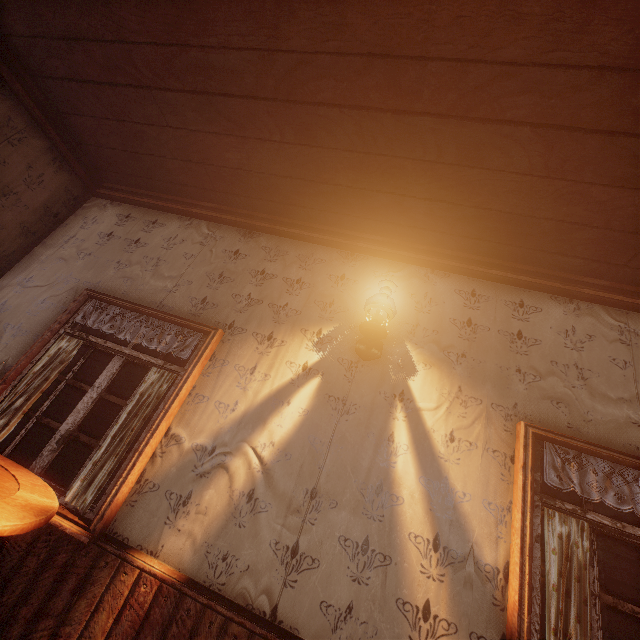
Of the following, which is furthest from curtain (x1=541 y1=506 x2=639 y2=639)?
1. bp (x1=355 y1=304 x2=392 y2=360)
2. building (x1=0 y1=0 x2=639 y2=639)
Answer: bp (x1=355 y1=304 x2=392 y2=360)

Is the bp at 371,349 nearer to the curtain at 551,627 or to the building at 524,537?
the building at 524,537

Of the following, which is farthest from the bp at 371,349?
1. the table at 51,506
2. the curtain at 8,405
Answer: the table at 51,506

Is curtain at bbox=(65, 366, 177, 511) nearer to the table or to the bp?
the table

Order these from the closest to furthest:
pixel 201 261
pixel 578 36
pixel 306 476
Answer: pixel 578 36 → pixel 306 476 → pixel 201 261

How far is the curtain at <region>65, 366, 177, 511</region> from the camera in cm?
219

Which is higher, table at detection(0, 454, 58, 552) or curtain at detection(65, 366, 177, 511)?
curtain at detection(65, 366, 177, 511)

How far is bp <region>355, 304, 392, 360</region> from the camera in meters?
2.5 m
